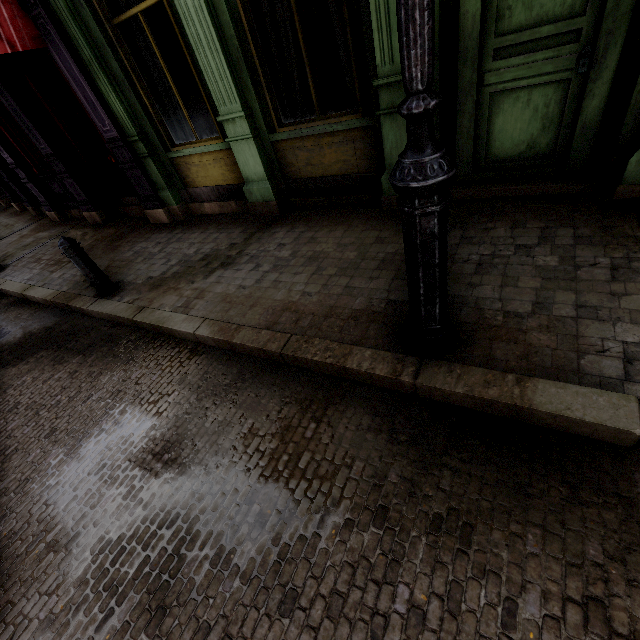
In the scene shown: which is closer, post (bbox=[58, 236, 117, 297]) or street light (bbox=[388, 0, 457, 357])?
street light (bbox=[388, 0, 457, 357])

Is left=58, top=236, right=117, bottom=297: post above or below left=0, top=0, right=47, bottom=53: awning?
below

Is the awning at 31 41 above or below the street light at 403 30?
above

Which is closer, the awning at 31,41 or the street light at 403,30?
the street light at 403,30

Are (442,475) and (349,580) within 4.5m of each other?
yes

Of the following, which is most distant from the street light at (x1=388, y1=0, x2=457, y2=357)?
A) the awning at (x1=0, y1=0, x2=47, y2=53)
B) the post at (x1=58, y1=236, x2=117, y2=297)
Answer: the awning at (x1=0, y1=0, x2=47, y2=53)

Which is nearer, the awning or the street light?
the street light

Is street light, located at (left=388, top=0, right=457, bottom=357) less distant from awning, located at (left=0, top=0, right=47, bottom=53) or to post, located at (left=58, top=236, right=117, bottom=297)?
post, located at (left=58, top=236, right=117, bottom=297)
